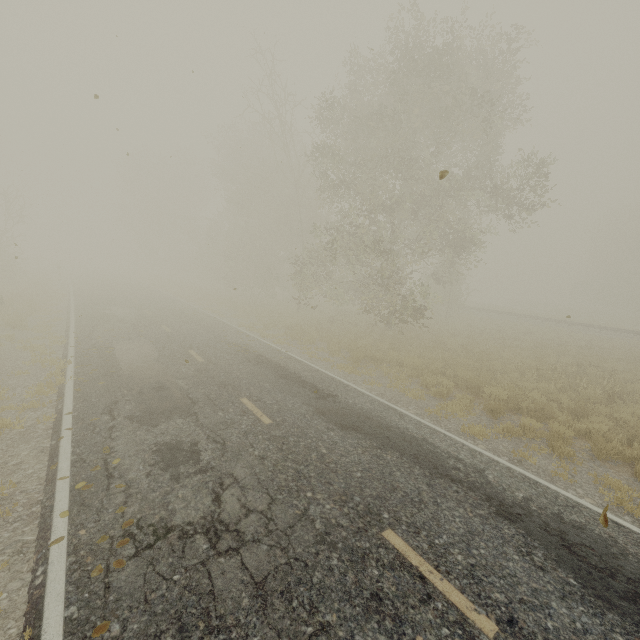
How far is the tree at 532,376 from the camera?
10.49m

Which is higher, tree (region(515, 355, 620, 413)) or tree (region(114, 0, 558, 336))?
tree (region(114, 0, 558, 336))

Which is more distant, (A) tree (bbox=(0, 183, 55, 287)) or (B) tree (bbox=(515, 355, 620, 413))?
(A) tree (bbox=(0, 183, 55, 287))

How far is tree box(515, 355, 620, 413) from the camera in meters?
10.5 m

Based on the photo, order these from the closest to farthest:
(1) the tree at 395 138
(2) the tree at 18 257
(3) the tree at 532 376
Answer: (3) the tree at 532 376, (1) the tree at 395 138, (2) the tree at 18 257

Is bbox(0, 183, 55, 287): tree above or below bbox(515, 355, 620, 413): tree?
above

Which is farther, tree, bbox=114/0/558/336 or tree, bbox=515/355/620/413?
tree, bbox=114/0/558/336

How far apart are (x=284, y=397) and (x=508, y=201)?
14.2m
